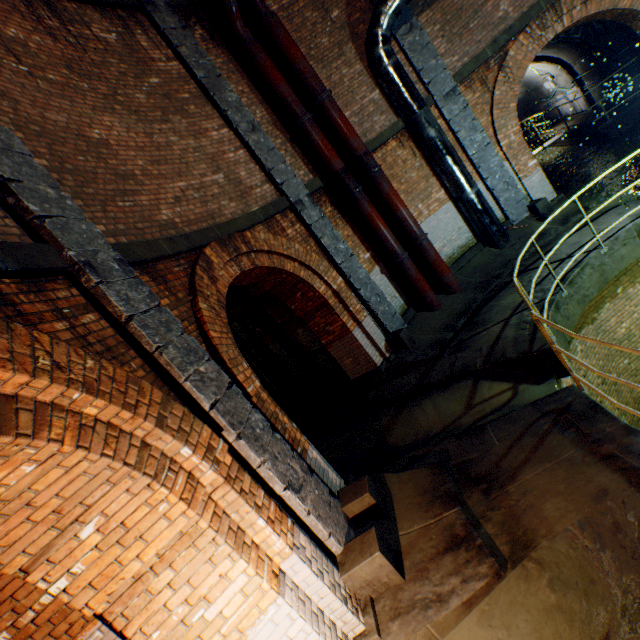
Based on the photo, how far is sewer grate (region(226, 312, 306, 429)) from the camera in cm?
889

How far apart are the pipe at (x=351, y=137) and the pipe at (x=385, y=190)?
0.08m

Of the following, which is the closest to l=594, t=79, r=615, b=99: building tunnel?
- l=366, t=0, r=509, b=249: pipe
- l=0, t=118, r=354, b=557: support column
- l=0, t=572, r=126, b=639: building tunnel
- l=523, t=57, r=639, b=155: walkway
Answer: l=523, t=57, r=639, b=155: walkway

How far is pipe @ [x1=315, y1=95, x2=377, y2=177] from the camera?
7.9m

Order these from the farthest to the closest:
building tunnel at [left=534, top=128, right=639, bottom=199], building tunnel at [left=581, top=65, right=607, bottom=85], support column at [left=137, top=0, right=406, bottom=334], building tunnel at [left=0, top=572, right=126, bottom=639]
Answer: building tunnel at [left=581, top=65, right=607, bottom=85] < building tunnel at [left=534, top=128, right=639, bottom=199] < support column at [left=137, top=0, right=406, bottom=334] < building tunnel at [left=0, top=572, right=126, bottom=639]

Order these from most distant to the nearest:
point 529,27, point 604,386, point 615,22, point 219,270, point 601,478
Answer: point 615,22, point 529,27, point 604,386, point 219,270, point 601,478

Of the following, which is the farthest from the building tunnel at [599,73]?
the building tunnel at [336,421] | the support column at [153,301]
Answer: the support column at [153,301]

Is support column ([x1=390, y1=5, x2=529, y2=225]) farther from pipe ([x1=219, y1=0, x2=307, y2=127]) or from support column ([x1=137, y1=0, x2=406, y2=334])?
pipe ([x1=219, y1=0, x2=307, y2=127])
